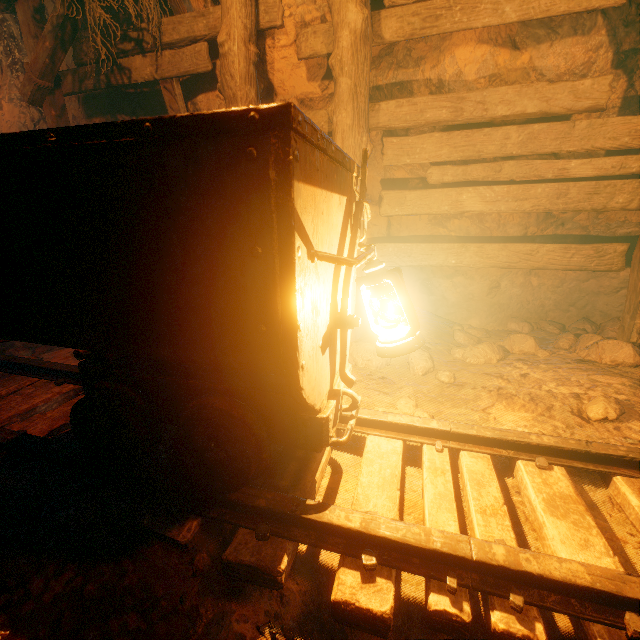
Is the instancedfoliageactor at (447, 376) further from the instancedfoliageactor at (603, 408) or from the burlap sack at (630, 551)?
the instancedfoliageactor at (603, 408)

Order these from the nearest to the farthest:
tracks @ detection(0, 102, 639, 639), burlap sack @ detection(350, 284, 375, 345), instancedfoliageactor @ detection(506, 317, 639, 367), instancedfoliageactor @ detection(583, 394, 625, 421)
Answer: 1. tracks @ detection(0, 102, 639, 639)
2. instancedfoliageactor @ detection(583, 394, 625, 421)
3. instancedfoliageactor @ detection(506, 317, 639, 367)
4. burlap sack @ detection(350, 284, 375, 345)

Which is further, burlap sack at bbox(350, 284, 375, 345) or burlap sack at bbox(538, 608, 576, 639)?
burlap sack at bbox(350, 284, 375, 345)

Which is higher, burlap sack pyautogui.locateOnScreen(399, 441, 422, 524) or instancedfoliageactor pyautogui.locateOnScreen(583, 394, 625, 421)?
burlap sack pyautogui.locateOnScreen(399, 441, 422, 524)

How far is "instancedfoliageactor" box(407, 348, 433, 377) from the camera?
2.81m

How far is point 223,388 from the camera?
1.4m

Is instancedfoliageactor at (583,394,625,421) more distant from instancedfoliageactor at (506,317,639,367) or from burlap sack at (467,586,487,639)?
instancedfoliageactor at (506,317,639,367)

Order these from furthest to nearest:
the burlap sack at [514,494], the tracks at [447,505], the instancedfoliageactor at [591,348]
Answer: the instancedfoliageactor at [591,348]
the burlap sack at [514,494]
the tracks at [447,505]
